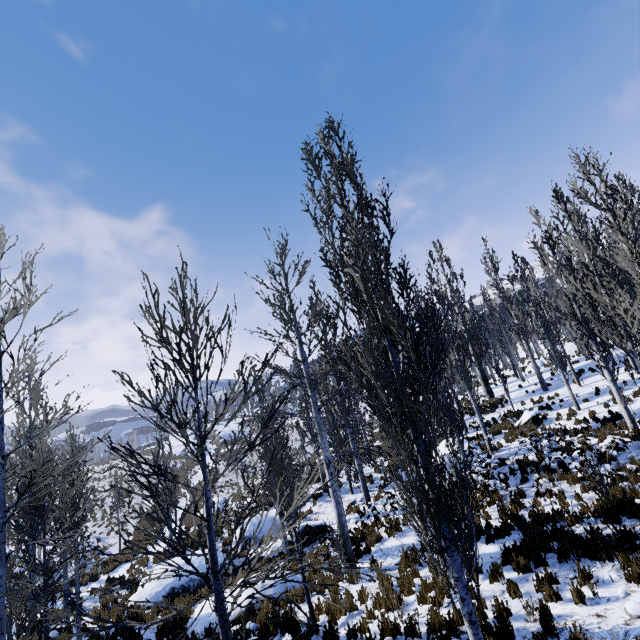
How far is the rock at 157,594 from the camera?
12.4 meters

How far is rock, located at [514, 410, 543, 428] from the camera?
17.66m

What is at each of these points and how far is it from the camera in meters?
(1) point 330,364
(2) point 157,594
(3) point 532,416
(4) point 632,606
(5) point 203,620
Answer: (1) instancedfoliageactor, 17.6 m
(2) rock, 12.4 m
(3) rock, 17.9 m
(4) rock, 5.0 m
(5) rock, 8.8 m

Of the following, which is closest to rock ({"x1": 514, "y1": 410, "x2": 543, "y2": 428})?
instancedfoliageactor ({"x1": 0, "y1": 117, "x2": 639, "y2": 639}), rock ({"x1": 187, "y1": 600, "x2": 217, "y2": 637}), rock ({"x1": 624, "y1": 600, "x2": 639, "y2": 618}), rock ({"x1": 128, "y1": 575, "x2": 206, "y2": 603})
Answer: instancedfoliageactor ({"x1": 0, "y1": 117, "x2": 639, "y2": 639})

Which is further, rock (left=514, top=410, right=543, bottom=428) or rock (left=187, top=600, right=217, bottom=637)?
rock (left=514, top=410, right=543, bottom=428)

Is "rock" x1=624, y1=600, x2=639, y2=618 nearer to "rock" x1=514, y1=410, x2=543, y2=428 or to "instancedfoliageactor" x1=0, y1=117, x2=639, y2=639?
"instancedfoliageactor" x1=0, y1=117, x2=639, y2=639

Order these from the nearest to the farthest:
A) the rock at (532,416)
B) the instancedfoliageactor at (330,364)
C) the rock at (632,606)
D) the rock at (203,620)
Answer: the instancedfoliageactor at (330,364), the rock at (632,606), the rock at (203,620), the rock at (532,416)

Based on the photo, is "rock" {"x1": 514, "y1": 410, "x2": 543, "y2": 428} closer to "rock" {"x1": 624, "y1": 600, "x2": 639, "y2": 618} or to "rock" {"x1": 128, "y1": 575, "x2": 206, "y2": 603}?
"rock" {"x1": 624, "y1": 600, "x2": 639, "y2": 618}
